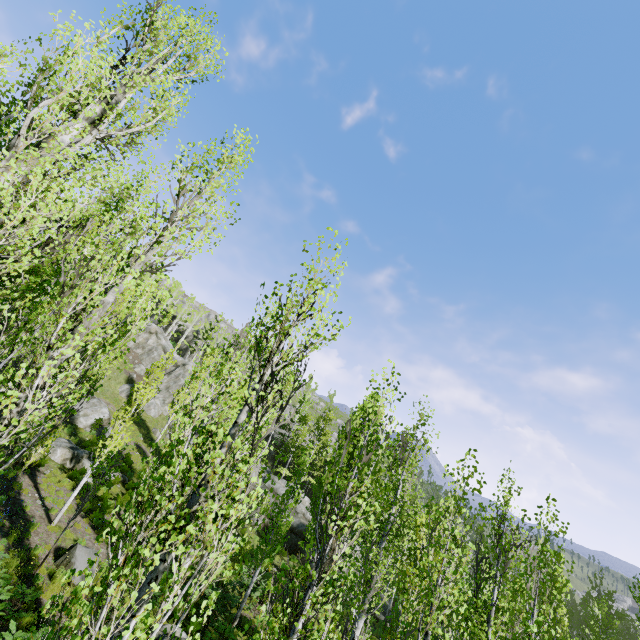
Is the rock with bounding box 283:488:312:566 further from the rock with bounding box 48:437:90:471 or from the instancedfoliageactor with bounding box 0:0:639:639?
the rock with bounding box 48:437:90:471

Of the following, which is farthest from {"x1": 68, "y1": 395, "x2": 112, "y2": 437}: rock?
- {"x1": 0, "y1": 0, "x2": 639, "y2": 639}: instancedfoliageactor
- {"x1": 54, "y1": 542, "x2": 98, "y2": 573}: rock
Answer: {"x1": 54, "y1": 542, "x2": 98, "y2": 573}: rock

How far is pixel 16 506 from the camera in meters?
12.1

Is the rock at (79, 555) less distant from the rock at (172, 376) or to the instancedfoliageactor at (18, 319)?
the instancedfoliageactor at (18, 319)

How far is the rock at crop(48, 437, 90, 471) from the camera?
17.6 meters

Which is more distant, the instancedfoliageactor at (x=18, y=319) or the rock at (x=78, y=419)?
the rock at (x=78, y=419)

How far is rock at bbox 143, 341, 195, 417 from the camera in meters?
35.5 m
